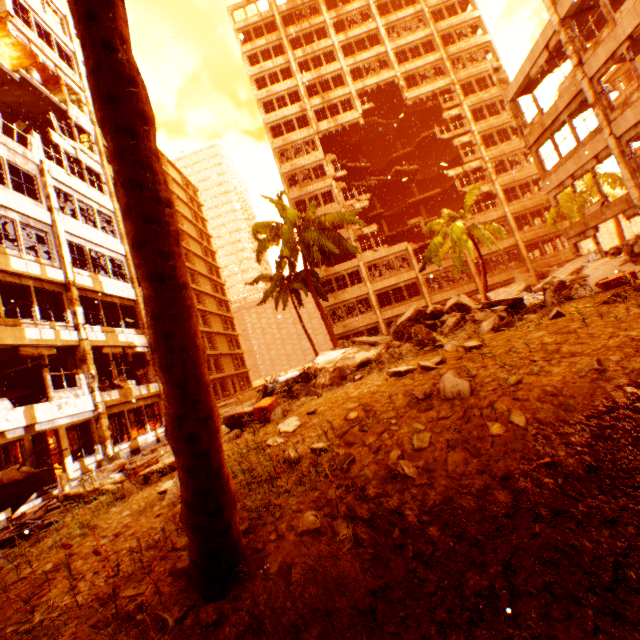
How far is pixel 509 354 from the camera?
5.11m

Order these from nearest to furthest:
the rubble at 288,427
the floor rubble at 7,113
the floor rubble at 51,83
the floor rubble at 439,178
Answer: the rubble at 288,427 → the floor rubble at 51,83 → the floor rubble at 7,113 → the floor rubble at 439,178

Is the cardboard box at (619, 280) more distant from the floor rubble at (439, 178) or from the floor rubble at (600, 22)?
the floor rubble at (439, 178)

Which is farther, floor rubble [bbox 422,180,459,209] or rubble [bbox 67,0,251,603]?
floor rubble [bbox 422,180,459,209]

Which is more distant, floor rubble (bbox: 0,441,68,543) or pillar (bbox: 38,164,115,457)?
pillar (bbox: 38,164,115,457)

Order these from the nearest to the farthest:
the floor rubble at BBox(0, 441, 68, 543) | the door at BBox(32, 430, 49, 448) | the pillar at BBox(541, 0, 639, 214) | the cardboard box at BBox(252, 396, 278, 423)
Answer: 1. the floor rubble at BBox(0, 441, 68, 543)
2. the cardboard box at BBox(252, 396, 278, 423)
3. the door at BBox(32, 430, 49, 448)
4. the pillar at BBox(541, 0, 639, 214)

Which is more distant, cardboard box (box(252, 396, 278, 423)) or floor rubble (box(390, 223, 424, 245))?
floor rubble (box(390, 223, 424, 245))

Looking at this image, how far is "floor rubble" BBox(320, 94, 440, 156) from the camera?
35.7m
